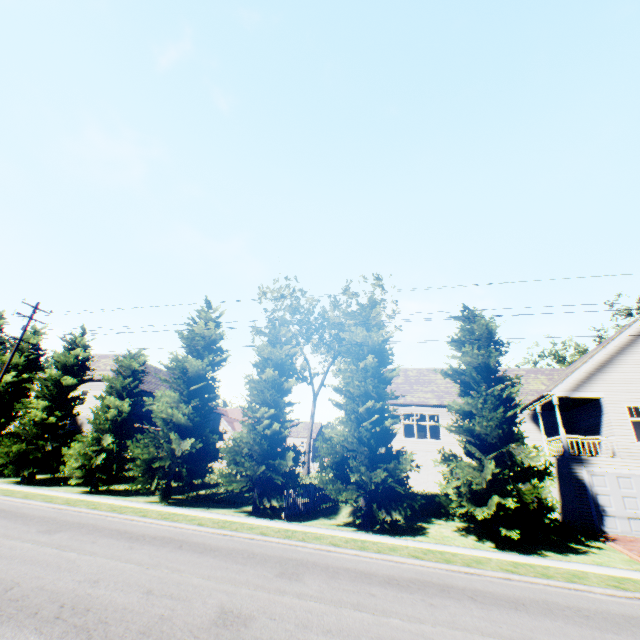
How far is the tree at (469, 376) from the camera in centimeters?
1275cm

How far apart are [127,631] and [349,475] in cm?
1171

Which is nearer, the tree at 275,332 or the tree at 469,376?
the tree at 469,376

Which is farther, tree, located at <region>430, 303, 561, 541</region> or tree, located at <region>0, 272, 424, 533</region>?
tree, located at <region>0, 272, 424, 533</region>

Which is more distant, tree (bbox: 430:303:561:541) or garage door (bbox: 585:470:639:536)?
garage door (bbox: 585:470:639:536)

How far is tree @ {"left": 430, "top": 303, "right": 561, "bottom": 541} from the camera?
12.8 meters
